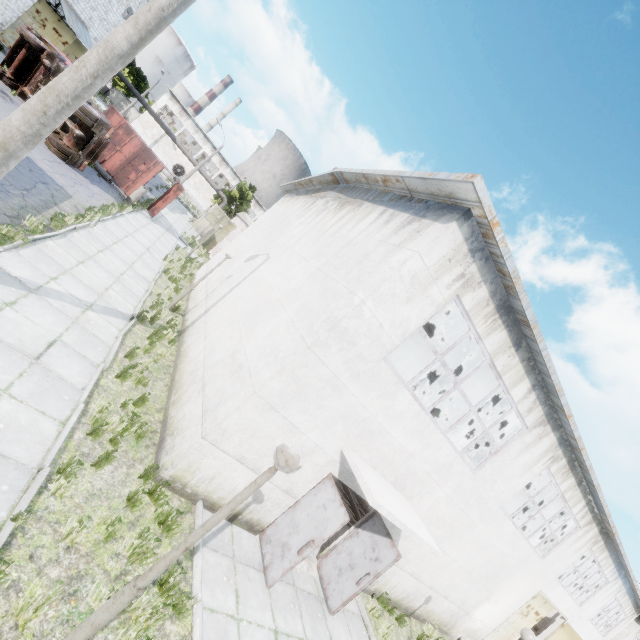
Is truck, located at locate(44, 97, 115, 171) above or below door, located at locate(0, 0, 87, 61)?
below

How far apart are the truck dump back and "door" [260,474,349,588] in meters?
21.4

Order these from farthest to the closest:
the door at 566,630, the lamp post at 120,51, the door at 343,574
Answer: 1. the door at 566,630
2. the door at 343,574
3. the lamp post at 120,51

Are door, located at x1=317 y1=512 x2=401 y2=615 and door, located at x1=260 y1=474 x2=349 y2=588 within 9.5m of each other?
yes

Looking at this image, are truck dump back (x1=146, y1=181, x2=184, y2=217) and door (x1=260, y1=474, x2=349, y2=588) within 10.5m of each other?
no

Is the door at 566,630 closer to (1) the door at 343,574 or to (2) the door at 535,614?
(2) the door at 535,614

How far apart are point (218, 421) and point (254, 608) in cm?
354

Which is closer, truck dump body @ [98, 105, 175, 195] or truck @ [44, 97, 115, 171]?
truck @ [44, 97, 115, 171]
